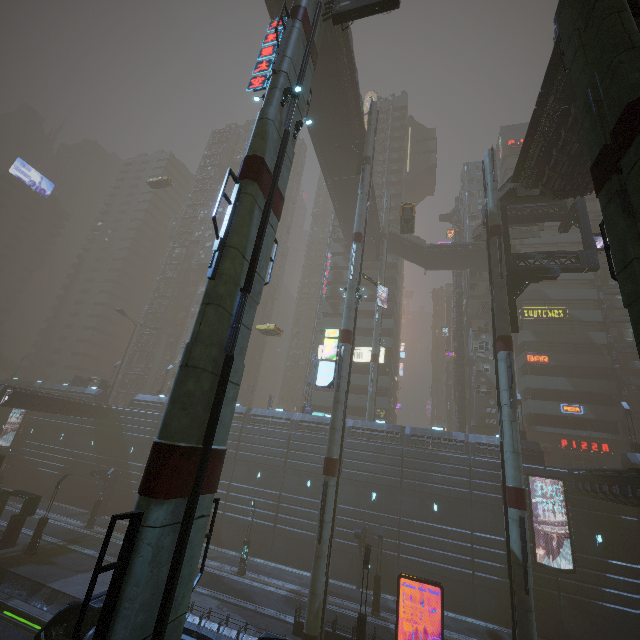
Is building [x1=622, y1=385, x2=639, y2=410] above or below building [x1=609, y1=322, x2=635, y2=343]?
below

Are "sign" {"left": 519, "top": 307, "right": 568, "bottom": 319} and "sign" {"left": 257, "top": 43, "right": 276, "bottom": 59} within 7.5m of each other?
no

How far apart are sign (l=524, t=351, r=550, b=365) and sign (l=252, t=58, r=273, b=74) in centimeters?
4137cm

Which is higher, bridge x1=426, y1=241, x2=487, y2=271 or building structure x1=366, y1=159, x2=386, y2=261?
building structure x1=366, y1=159, x2=386, y2=261

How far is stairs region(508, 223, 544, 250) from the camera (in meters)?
33.71

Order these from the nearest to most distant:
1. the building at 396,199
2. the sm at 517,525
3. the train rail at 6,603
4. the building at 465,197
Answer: the sm at 517,525 → the train rail at 6,603 → the building at 465,197 → the building at 396,199

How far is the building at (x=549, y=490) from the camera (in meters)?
25.41

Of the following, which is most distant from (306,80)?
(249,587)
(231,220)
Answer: (249,587)
